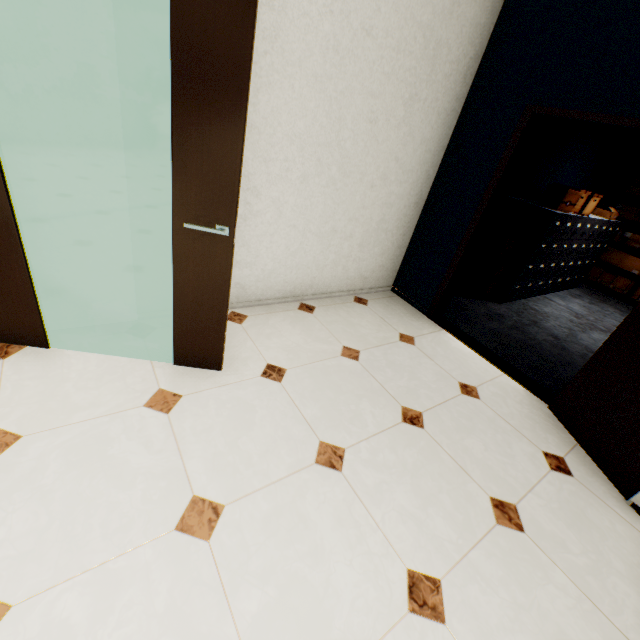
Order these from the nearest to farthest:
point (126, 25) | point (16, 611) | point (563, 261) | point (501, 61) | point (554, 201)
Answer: point (16, 611) < point (126, 25) < point (501, 61) < point (554, 201) < point (563, 261)

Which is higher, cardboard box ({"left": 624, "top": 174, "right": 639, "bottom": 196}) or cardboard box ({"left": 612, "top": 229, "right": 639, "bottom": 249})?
cardboard box ({"left": 624, "top": 174, "right": 639, "bottom": 196})

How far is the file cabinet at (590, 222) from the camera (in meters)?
4.24

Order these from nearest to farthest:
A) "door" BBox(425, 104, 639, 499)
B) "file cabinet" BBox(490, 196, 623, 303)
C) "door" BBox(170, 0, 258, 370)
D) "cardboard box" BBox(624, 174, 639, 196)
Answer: "door" BBox(170, 0, 258, 370)
"door" BBox(425, 104, 639, 499)
"file cabinet" BBox(490, 196, 623, 303)
"cardboard box" BBox(624, 174, 639, 196)

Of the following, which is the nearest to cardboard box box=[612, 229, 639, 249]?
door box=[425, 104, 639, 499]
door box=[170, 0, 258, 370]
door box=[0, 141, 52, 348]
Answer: door box=[425, 104, 639, 499]

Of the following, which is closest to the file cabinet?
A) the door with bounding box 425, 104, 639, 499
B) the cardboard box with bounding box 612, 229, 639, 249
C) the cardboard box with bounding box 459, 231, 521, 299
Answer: the cardboard box with bounding box 459, 231, 521, 299

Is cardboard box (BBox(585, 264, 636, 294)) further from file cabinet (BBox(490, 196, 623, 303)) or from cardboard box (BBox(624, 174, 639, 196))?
cardboard box (BBox(624, 174, 639, 196))

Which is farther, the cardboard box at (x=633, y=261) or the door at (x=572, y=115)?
the cardboard box at (x=633, y=261)
